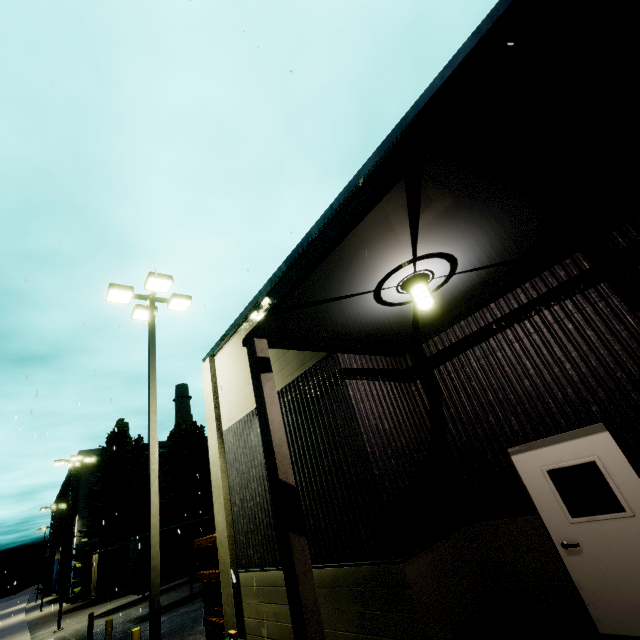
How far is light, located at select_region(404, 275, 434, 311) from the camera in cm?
434

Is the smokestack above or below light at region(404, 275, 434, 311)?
above

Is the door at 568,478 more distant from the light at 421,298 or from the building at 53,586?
the building at 53,586

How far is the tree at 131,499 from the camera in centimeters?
2866cm

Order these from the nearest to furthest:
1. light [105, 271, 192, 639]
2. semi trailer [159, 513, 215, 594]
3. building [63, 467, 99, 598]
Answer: light [105, 271, 192, 639] < semi trailer [159, 513, 215, 594] < building [63, 467, 99, 598]

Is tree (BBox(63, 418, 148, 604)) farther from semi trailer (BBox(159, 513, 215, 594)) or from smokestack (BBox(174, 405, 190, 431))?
semi trailer (BBox(159, 513, 215, 594))

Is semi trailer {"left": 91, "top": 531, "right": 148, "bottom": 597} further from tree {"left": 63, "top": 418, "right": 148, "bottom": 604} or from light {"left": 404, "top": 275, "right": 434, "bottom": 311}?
tree {"left": 63, "top": 418, "right": 148, "bottom": 604}

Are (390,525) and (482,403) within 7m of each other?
yes
